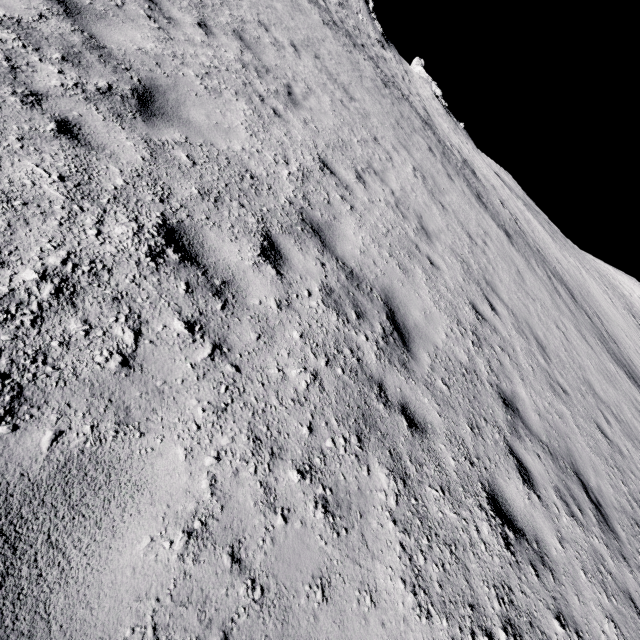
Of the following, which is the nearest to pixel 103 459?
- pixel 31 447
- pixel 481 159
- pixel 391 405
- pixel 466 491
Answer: pixel 31 447
